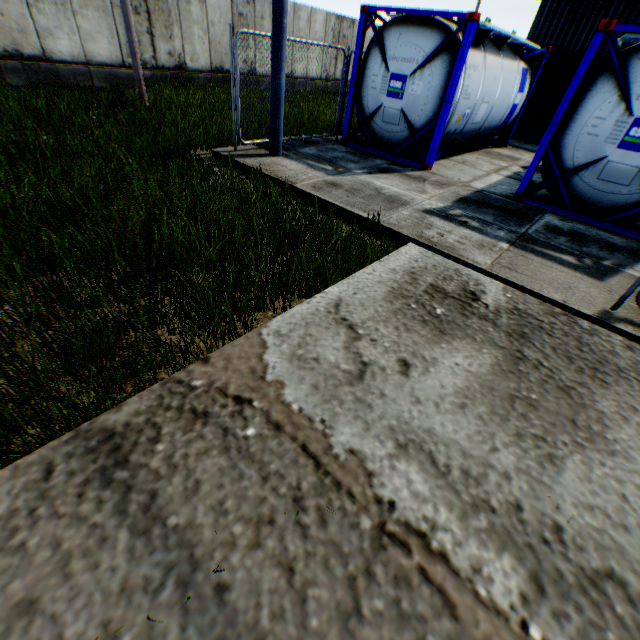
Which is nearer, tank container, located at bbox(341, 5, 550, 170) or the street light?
the street light

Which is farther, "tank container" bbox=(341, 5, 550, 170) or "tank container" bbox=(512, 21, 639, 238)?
"tank container" bbox=(341, 5, 550, 170)

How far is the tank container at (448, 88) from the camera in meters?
7.3 m

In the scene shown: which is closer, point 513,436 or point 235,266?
point 513,436

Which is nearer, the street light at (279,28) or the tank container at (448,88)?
the street light at (279,28)

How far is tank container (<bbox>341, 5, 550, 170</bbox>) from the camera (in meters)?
7.28
